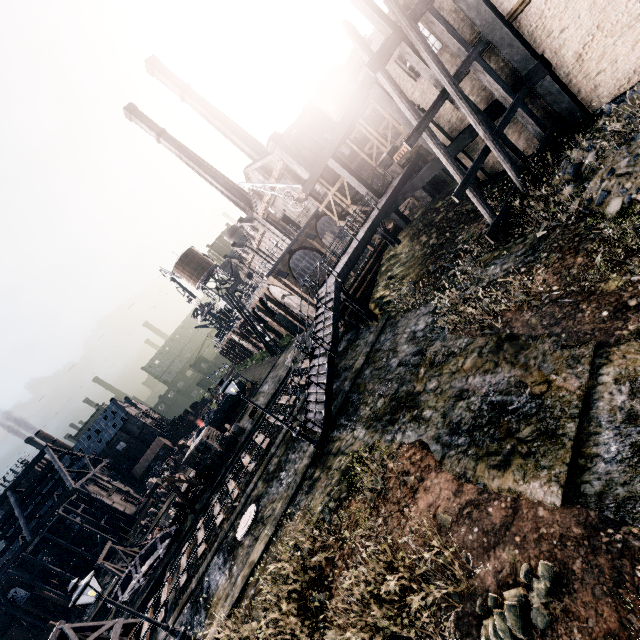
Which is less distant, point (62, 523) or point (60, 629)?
point (60, 629)

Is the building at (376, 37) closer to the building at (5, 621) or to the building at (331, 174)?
the building at (331, 174)

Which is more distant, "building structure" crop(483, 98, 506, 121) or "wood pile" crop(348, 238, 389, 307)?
"wood pile" crop(348, 238, 389, 307)

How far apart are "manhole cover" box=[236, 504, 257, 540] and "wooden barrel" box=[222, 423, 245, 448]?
15.7m

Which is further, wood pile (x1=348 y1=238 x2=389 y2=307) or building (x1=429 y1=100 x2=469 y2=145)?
wood pile (x1=348 y1=238 x2=389 y2=307)

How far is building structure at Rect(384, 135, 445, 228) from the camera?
19.09m

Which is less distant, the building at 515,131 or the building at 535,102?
the building at 535,102

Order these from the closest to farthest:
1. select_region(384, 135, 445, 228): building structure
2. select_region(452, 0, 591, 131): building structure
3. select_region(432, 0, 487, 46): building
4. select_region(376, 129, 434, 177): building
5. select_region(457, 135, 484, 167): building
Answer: select_region(452, 0, 591, 131): building structure < select_region(432, 0, 487, 46): building < select_region(457, 135, 484, 167): building < select_region(384, 135, 445, 228): building structure < select_region(376, 129, 434, 177): building
